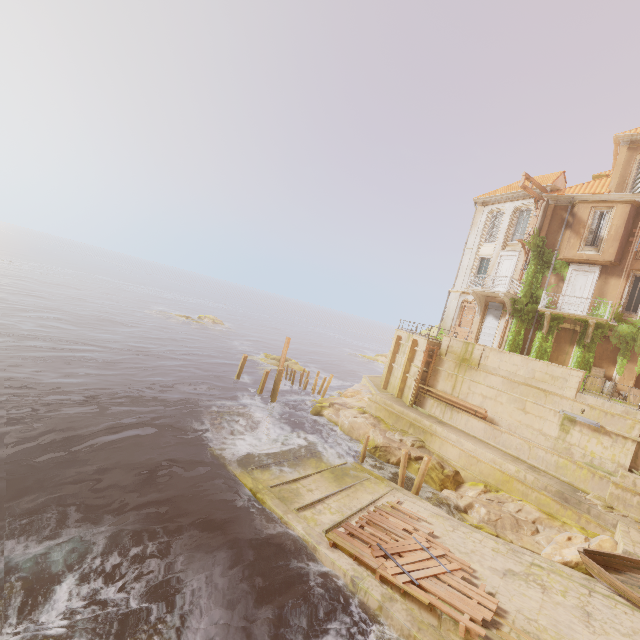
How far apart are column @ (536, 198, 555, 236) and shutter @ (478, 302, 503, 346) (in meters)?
4.46

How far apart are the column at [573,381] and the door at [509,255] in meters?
9.2

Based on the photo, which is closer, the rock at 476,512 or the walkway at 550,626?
the walkway at 550,626

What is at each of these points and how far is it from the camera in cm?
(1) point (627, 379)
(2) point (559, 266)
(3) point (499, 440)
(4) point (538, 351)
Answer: (1) column, 1944
(2) plant, 2264
(3) building, 1891
(4) plant, 2242

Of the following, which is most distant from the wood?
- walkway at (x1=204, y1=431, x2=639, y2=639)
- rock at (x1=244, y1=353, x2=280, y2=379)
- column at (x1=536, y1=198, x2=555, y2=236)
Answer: rock at (x1=244, y1=353, x2=280, y2=379)

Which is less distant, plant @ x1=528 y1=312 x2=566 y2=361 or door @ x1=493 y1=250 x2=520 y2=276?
plant @ x1=528 y1=312 x2=566 y2=361

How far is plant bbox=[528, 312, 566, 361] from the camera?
21.8 meters

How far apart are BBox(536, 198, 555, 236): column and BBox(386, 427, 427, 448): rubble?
16.2 meters
